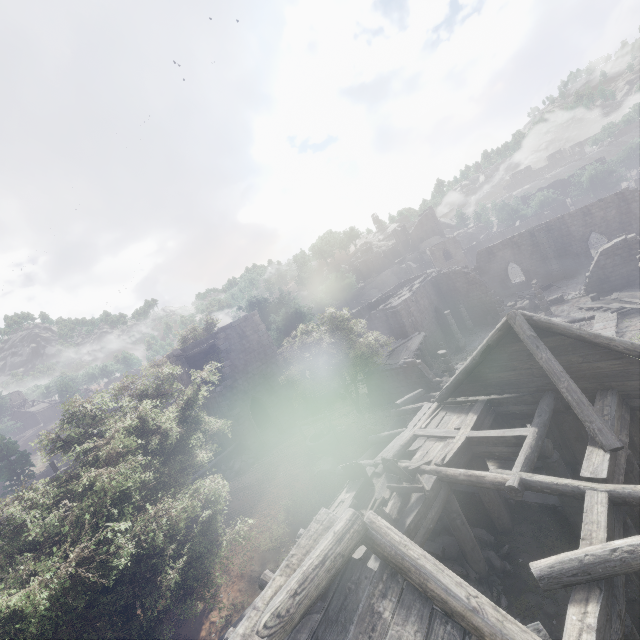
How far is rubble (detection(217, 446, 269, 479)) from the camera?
21.5m

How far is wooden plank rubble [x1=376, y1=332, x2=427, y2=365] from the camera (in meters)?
24.47

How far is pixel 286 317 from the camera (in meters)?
41.06

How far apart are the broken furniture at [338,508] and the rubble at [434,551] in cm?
236

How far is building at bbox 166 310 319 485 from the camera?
23.38m

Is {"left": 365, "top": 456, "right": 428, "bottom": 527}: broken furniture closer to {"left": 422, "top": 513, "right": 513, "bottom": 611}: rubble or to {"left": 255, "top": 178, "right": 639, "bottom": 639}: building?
{"left": 255, "top": 178, "right": 639, "bottom": 639}: building

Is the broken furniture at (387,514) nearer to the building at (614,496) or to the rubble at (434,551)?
the building at (614,496)

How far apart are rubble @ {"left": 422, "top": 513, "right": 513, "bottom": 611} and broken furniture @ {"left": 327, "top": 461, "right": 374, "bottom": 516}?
2.36m
